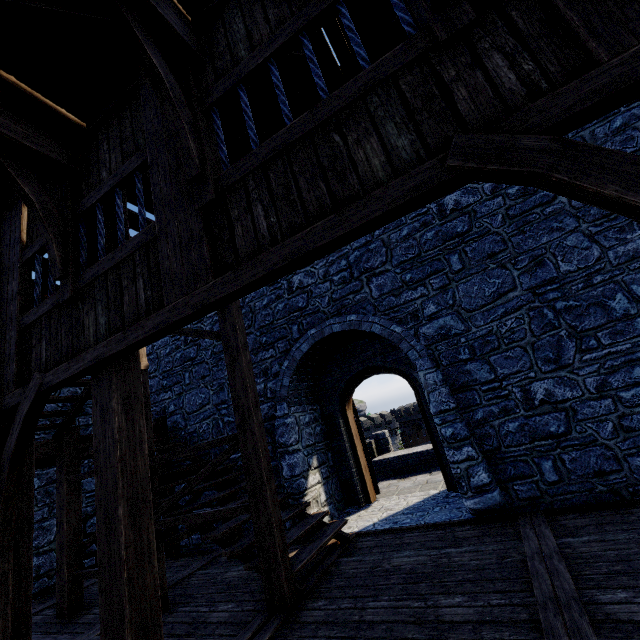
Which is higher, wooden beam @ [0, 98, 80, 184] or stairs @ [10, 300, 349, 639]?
wooden beam @ [0, 98, 80, 184]

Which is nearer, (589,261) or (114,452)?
(114,452)

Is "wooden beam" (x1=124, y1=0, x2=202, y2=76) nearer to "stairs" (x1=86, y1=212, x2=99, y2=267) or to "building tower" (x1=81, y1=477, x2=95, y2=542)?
"building tower" (x1=81, y1=477, x2=95, y2=542)

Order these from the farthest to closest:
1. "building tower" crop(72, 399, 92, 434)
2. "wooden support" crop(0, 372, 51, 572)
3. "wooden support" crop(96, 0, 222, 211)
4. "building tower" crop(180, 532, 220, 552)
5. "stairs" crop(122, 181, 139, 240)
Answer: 1. "building tower" crop(72, 399, 92, 434)
2. "building tower" crop(180, 532, 220, 552)
3. "stairs" crop(122, 181, 139, 240)
4. "wooden support" crop(0, 372, 51, 572)
5. "wooden support" crop(96, 0, 222, 211)

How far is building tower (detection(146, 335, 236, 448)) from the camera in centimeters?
778cm

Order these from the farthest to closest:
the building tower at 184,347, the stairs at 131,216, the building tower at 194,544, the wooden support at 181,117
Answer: the building tower at 184,347, the building tower at 194,544, the stairs at 131,216, the wooden support at 181,117

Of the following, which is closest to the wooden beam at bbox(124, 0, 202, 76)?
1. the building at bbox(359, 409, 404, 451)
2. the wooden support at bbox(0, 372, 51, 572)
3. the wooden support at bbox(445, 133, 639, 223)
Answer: the wooden support at bbox(445, 133, 639, 223)

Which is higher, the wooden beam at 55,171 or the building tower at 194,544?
the wooden beam at 55,171
